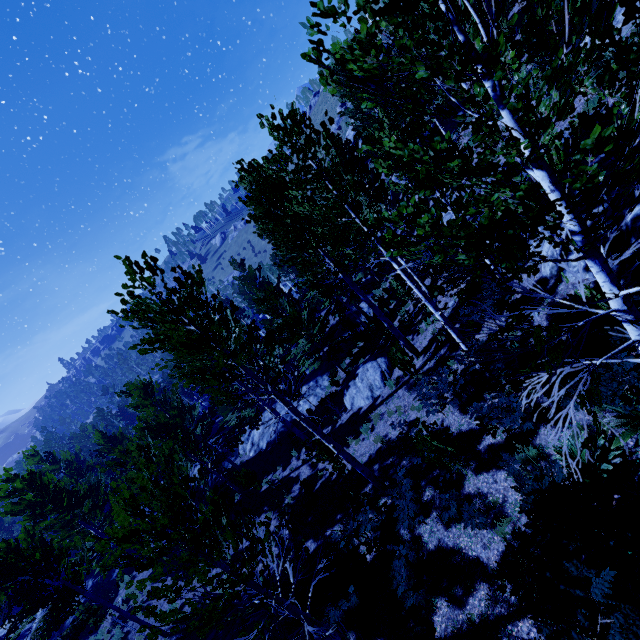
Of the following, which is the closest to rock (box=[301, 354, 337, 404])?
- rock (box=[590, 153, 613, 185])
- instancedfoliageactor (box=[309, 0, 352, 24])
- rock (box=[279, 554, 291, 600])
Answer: instancedfoliageactor (box=[309, 0, 352, 24])

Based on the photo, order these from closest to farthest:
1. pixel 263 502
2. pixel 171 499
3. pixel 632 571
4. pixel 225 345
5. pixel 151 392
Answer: pixel 632 571
pixel 171 499
pixel 225 345
pixel 263 502
pixel 151 392

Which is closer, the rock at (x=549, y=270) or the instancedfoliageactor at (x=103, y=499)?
the instancedfoliageactor at (x=103, y=499)

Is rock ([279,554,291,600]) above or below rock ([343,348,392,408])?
below

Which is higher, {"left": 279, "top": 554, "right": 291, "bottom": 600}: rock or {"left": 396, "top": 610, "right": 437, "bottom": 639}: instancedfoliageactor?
{"left": 396, "top": 610, "right": 437, "bottom": 639}: instancedfoliageactor

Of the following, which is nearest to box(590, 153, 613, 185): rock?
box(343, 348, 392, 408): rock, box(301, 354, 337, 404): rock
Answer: box(343, 348, 392, 408): rock

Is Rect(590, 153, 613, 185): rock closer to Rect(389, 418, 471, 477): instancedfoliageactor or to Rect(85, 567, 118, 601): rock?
Rect(389, 418, 471, 477): instancedfoliageactor

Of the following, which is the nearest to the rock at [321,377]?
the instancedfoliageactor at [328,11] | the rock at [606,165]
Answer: the instancedfoliageactor at [328,11]
